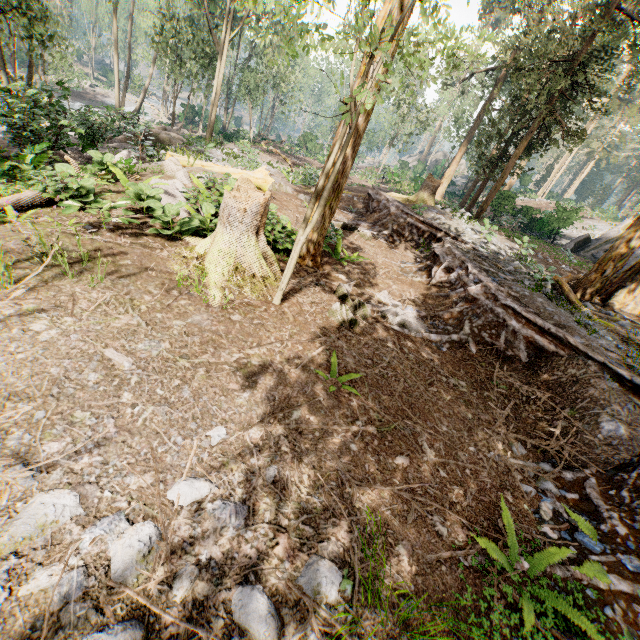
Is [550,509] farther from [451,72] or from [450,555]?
[451,72]

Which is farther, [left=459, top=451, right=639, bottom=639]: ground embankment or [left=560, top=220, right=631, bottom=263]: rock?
[left=560, top=220, right=631, bottom=263]: rock

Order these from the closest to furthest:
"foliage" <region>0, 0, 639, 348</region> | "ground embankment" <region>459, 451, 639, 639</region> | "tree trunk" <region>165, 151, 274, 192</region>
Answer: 1. "ground embankment" <region>459, 451, 639, 639</region>
2. "foliage" <region>0, 0, 639, 348</region>
3. "tree trunk" <region>165, 151, 274, 192</region>

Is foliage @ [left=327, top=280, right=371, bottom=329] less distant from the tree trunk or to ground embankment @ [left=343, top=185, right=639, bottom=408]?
ground embankment @ [left=343, top=185, right=639, bottom=408]

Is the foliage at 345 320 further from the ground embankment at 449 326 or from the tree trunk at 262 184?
the tree trunk at 262 184

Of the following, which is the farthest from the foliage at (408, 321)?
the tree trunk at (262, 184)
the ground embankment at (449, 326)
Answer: the tree trunk at (262, 184)

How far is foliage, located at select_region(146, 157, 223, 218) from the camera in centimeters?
752cm

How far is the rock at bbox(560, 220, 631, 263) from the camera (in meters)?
24.22
